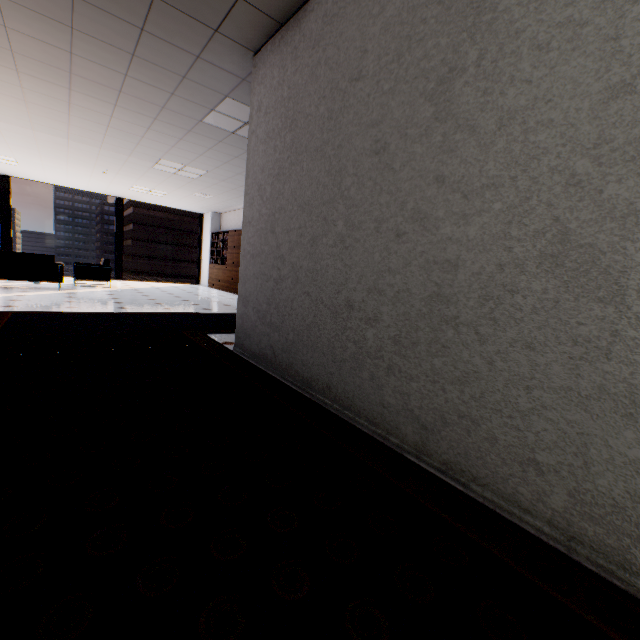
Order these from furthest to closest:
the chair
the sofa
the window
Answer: the window
the chair
the sofa

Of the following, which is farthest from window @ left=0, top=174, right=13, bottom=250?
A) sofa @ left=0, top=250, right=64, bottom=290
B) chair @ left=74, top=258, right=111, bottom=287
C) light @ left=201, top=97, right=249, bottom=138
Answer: light @ left=201, top=97, right=249, bottom=138

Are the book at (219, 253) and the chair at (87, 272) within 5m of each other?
yes

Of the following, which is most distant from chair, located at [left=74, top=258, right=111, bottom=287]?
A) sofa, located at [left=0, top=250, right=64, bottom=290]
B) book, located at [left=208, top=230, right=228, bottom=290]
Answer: book, located at [left=208, top=230, right=228, bottom=290]

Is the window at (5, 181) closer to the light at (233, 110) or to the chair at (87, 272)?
the chair at (87, 272)

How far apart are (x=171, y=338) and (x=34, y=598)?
3.2 meters

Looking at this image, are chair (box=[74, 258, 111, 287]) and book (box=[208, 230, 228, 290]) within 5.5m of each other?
yes

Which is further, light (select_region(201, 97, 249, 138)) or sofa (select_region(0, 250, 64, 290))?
sofa (select_region(0, 250, 64, 290))
